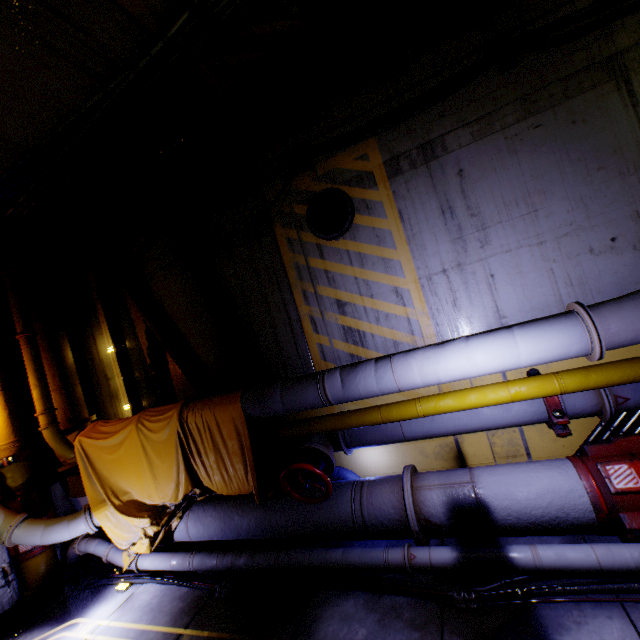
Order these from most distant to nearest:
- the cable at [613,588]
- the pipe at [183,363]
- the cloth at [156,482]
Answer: the pipe at [183,363]
the cloth at [156,482]
the cable at [613,588]

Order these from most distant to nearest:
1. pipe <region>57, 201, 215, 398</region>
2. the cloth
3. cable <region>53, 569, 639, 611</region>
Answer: pipe <region>57, 201, 215, 398</region> < the cloth < cable <region>53, 569, 639, 611</region>

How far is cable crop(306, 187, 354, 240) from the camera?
5.1 meters

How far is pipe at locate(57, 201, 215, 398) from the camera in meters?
6.3 m

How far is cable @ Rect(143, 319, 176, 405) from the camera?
6.7 meters

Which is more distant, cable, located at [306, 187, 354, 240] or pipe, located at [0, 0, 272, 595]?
cable, located at [306, 187, 354, 240]

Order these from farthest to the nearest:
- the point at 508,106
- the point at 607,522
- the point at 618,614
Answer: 1. the point at 508,106
2. the point at 607,522
3. the point at 618,614

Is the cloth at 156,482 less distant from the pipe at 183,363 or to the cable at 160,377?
the pipe at 183,363
